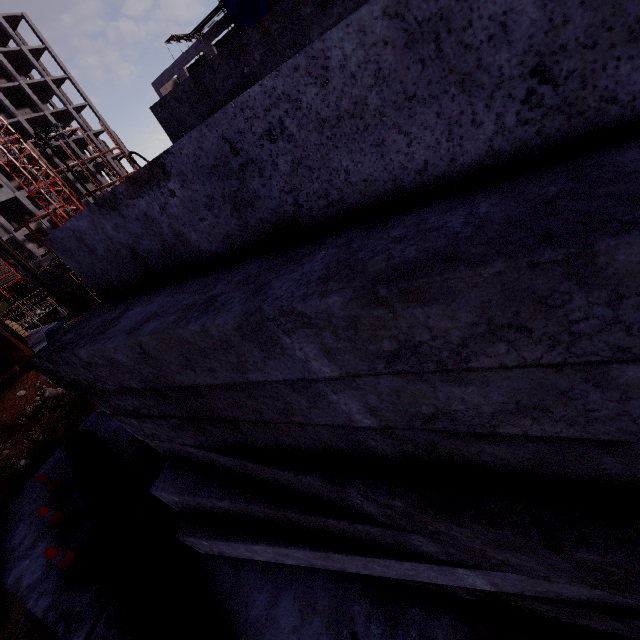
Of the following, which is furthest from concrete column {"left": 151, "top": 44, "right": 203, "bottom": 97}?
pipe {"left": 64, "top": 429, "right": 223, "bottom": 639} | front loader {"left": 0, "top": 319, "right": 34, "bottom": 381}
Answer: pipe {"left": 64, "top": 429, "right": 223, "bottom": 639}

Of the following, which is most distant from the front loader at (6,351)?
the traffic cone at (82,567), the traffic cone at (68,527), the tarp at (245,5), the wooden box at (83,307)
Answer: the tarp at (245,5)

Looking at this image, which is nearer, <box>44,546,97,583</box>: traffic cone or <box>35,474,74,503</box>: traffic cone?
<box>44,546,97,583</box>: traffic cone

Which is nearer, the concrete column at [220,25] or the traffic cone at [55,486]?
the traffic cone at [55,486]

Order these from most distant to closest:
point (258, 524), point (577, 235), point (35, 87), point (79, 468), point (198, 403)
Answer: point (35, 87) → point (79, 468) → point (258, 524) → point (198, 403) → point (577, 235)

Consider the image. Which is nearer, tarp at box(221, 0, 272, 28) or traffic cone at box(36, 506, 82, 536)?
traffic cone at box(36, 506, 82, 536)

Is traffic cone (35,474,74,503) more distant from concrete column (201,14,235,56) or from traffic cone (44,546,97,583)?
concrete column (201,14,235,56)

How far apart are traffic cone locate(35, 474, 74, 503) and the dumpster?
2.2m
